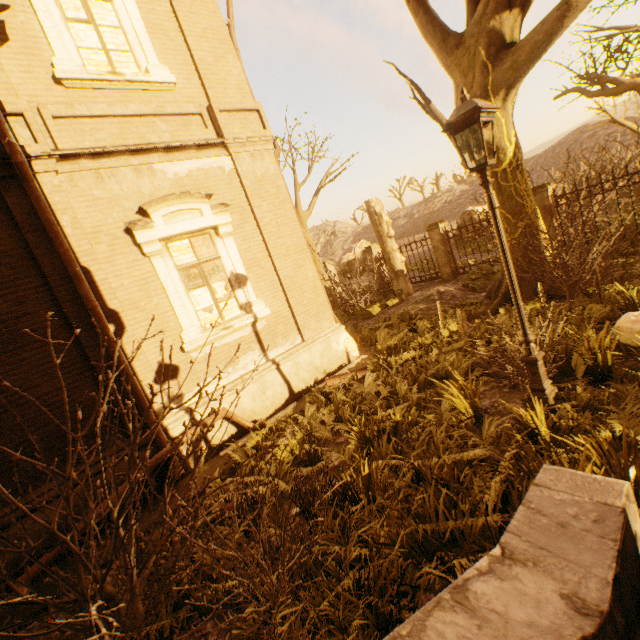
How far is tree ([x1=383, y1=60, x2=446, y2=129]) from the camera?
9.2 meters

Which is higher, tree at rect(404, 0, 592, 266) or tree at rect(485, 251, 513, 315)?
tree at rect(404, 0, 592, 266)

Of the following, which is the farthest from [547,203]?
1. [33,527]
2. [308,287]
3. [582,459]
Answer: [33,527]

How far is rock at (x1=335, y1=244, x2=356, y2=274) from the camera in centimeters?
3331cm

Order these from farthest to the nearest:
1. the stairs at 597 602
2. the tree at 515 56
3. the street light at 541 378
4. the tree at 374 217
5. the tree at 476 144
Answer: the tree at 374 217, the tree at 476 144, the tree at 515 56, the street light at 541 378, the stairs at 597 602

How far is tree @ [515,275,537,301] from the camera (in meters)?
8.01

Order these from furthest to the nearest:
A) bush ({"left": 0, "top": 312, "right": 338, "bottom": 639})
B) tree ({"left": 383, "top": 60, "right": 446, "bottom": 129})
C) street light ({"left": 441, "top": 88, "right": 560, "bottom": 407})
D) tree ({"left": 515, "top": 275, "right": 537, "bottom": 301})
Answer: tree ({"left": 383, "top": 60, "right": 446, "bottom": 129}) → tree ({"left": 515, "top": 275, "right": 537, "bottom": 301}) → street light ({"left": 441, "top": 88, "right": 560, "bottom": 407}) → bush ({"left": 0, "top": 312, "right": 338, "bottom": 639})

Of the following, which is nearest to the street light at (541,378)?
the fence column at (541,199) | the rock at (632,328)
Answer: the rock at (632,328)
